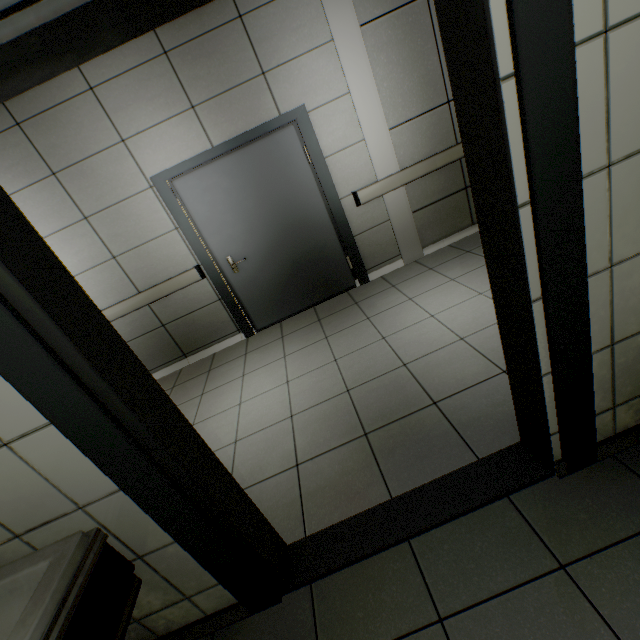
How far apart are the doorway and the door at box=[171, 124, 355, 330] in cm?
1

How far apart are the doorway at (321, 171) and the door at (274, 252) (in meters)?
0.01

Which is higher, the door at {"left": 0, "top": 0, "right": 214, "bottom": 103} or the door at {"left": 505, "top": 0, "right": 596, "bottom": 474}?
the door at {"left": 0, "top": 0, "right": 214, "bottom": 103}

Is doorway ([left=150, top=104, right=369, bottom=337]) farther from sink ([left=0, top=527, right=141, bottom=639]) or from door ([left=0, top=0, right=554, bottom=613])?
sink ([left=0, top=527, right=141, bottom=639])

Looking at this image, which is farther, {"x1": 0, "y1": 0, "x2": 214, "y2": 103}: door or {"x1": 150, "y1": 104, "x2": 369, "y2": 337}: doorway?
{"x1": 150, "y1": 104, "x2": 369, "y2": 337}: doorway

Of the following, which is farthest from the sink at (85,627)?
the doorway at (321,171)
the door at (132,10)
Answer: the doorway at (321,171)

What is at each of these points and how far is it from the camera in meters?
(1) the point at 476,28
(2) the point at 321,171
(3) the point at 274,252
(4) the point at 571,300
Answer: (1) door, 0.8 m
(2) doorway, 3.7 m
(3) door, 4.0 m
(4) door, 1.1 m
